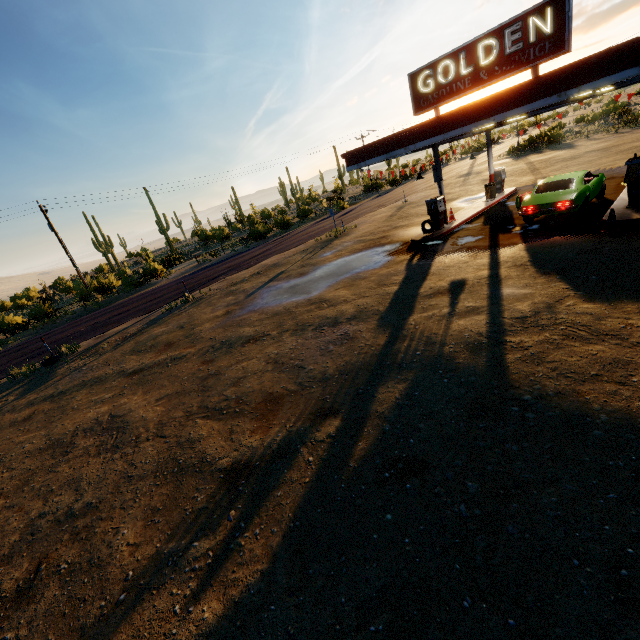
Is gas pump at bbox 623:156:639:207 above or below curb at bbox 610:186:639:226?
above

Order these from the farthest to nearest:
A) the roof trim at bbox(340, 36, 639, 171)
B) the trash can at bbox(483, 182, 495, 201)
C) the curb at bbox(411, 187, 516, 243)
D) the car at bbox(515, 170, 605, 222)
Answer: the trash can at bbox(483, 182, 495, 201) < the curb at bbox(411, 187, 516, 243) < the car at bbox(515, 170, 605, 222) < the roof trim at bbox(340, 36, 639, 171)

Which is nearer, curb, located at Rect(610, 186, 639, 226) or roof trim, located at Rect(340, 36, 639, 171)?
roof trim, located at Rect(340, 36, 639, 171)

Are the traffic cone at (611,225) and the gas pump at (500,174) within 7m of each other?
no

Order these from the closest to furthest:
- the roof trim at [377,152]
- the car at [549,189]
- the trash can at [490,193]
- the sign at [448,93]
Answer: the roof trim at [377,152]
the sign at [448,93]
the car at [549,189]
the trash can at [490,193]

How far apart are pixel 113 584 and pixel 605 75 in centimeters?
1455cm

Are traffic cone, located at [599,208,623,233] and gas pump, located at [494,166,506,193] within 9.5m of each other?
no

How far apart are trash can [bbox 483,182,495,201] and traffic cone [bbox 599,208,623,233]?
9.9 meters
